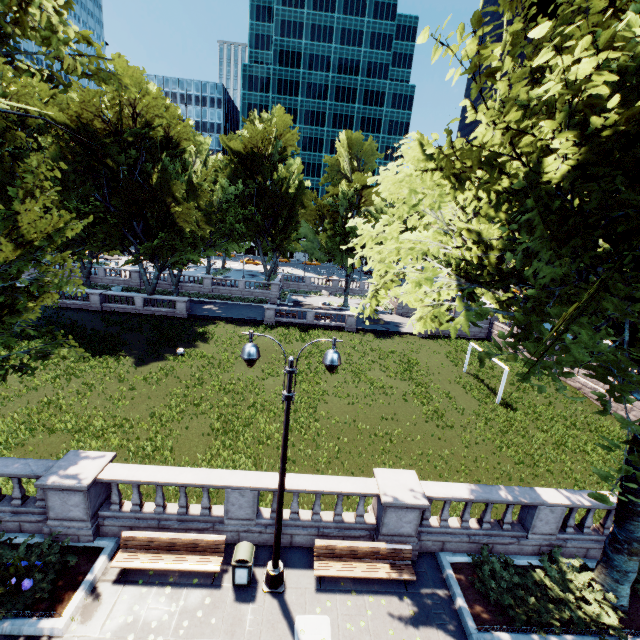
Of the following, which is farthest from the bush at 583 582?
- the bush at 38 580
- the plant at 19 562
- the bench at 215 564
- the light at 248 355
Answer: the plant at 19 562

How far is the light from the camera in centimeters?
720cm

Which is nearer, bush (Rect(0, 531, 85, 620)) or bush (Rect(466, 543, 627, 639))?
bush (Rect(0, 531, 85, 620))

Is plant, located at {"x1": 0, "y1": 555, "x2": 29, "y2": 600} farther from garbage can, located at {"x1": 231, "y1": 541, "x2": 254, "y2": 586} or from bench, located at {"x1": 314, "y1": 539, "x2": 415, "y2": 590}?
bench, located at {"x1": 314, "y1": 539, "x2": 415, "y2": 590}

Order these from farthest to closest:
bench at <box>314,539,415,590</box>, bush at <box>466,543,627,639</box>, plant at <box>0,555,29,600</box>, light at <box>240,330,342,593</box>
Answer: bench at <box>314,539,415,590</box>, bush at <box>466,543,627,639</box>, plant at <box>0,555,29,600</box>, light at <box>240,330,342,593</box>

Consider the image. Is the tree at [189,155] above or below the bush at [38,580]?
above

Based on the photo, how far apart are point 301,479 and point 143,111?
37.66m

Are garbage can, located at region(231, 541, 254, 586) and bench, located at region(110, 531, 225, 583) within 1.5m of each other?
yes
